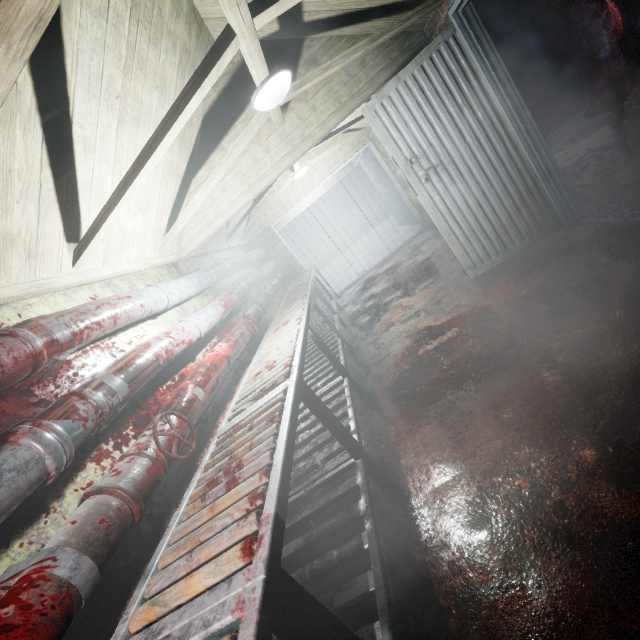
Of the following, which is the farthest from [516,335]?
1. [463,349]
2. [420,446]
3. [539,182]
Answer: [539,182]

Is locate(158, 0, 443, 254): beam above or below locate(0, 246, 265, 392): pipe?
above

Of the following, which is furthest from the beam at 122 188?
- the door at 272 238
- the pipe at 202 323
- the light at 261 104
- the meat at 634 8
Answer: the door at 272 238

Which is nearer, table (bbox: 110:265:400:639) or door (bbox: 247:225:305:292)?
table (bbox: 110:265:400:639)

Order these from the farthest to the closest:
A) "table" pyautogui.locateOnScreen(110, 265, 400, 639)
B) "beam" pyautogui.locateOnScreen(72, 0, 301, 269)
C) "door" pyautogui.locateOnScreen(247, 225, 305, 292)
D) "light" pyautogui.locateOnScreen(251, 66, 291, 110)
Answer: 1. "door" pyautogui.locateOnScreen(247, 225, 305, 292)
2. "light" pyautogui.locateOnScreen(251, 66, 291, 110)
3. "beam" pyautogui.locateOnScreen(72, 0, 301, 269)
4. "table" pyautogui.locateOnScreen(110, 265, 400, 639)

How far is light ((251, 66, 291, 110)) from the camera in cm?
204

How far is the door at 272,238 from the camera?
6.4 meters

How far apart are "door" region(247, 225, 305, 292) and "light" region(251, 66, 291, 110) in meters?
4.0 m
